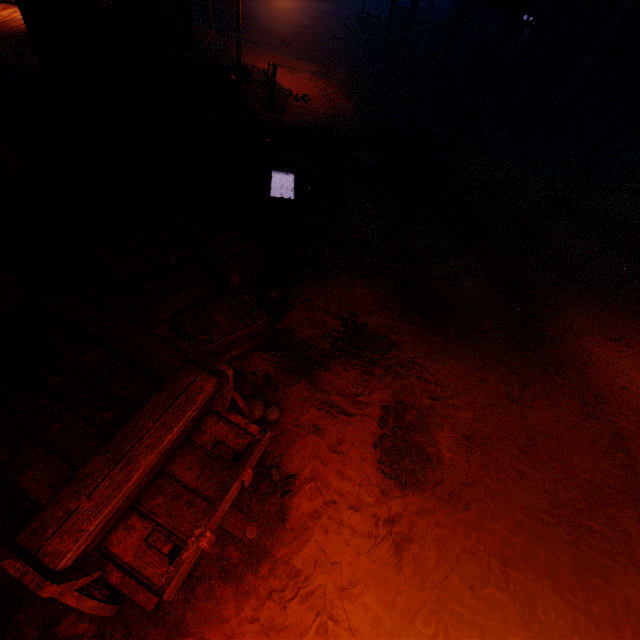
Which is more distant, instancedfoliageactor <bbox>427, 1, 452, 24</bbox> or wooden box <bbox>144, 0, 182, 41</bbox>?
instancedfoliageactor <bbox>427, 1, 452, 24</bbox>

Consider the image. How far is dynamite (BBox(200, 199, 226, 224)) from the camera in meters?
4.9

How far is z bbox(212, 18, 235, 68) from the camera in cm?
1232

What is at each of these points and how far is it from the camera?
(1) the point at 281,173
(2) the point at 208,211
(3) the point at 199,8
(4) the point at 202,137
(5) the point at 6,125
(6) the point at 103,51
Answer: (1) horse trough, 7.5m
(2) dynamite, 5.0m
(3) instancedfoliageactor, 16.0m
(4) burlap sack, 7.3m
(5) metal tub, 4.9m
(6) log pile, 7.6m

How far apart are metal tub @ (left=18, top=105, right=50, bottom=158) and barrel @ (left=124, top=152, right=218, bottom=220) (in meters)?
1.20

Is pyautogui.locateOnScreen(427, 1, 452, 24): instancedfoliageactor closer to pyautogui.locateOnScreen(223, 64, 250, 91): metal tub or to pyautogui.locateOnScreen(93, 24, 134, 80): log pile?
pyautogui.locateOnScreen(223, 64, 250, 91): metal tub

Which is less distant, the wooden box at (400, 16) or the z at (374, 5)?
the wooden box at (400, 16)

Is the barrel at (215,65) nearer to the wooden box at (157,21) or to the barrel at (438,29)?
the wooden box at (157,21)
